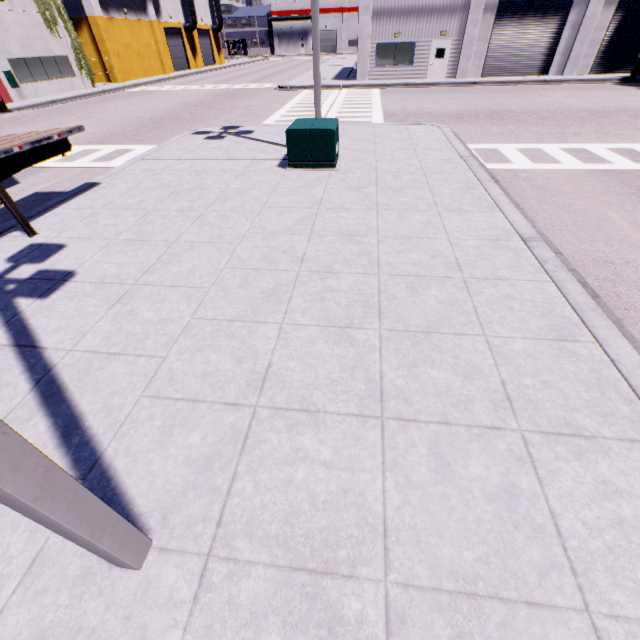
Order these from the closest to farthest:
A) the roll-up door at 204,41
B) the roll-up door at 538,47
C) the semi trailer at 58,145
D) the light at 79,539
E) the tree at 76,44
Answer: the light at 79,539
the semi trailer at 58,145
the roll-up door at 538,47
the tree at 76,44
the roll-up door at 204,41

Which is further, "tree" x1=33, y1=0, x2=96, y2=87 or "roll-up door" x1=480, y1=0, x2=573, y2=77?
"tree" x1=33, y1=0, x2=96, y2=87

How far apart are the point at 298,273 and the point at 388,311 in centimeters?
159cm

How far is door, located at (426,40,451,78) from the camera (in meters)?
24.85

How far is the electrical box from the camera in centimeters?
840cm

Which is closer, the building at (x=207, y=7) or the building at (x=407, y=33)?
the building at (x=407, y=33)

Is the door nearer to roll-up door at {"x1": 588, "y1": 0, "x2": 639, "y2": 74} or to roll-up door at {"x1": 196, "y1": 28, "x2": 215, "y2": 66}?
roll-up door at {"x1": 588, "y1": 0, "x2": 639, "y2": 74}

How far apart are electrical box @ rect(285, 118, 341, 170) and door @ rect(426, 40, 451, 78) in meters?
23.4
